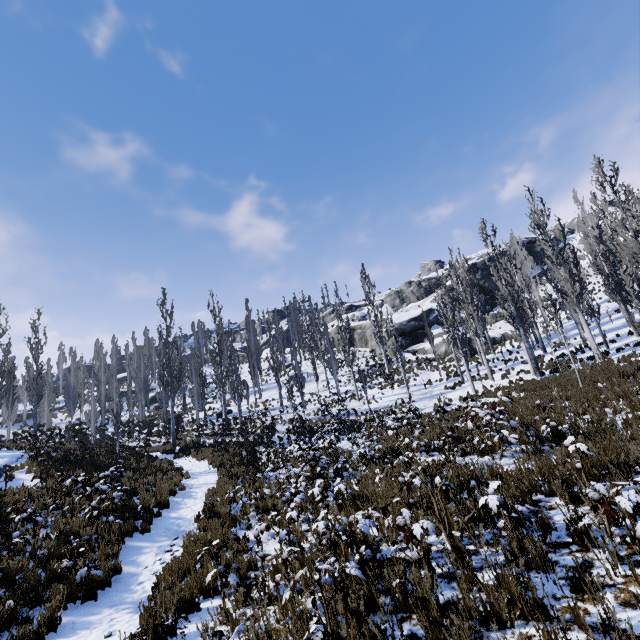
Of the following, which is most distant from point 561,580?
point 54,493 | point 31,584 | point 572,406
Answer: point 54,493

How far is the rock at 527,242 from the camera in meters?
52.2 m

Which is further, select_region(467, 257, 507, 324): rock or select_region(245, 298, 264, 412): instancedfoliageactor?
select_region(467, 257, 507, 324): rock

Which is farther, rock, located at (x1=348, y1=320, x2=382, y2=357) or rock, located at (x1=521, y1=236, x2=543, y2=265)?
rock, located at (x1=521, y1=236, x2=543, y2=265)

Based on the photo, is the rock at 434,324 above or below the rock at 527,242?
below

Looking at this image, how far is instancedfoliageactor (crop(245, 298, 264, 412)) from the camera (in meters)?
36.47

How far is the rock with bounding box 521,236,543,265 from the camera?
52.16m
